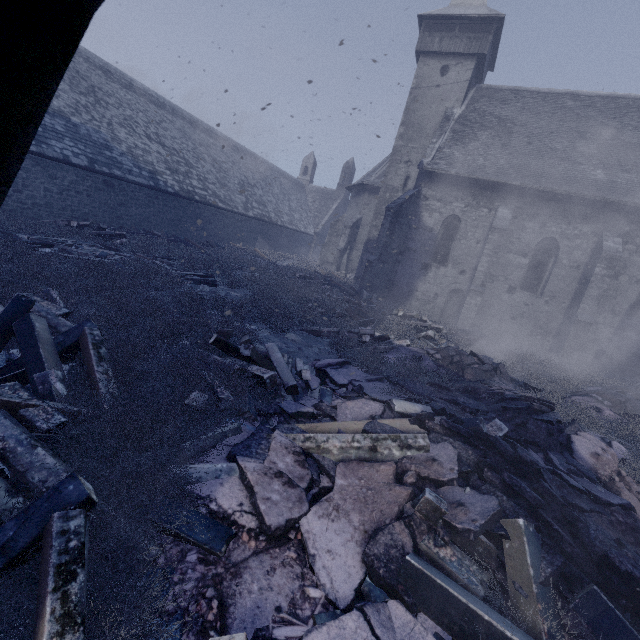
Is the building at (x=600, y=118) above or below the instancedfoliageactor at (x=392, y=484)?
above

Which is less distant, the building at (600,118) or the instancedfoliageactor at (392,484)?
the instancedfoliageactor at (392,484)

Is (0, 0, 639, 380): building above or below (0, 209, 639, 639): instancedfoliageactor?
above

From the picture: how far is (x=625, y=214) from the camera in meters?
13.5 m

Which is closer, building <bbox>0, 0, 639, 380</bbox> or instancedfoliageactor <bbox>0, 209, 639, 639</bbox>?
instancedfoliageactor <bbox>0, 209, 639, 639</bbox>
